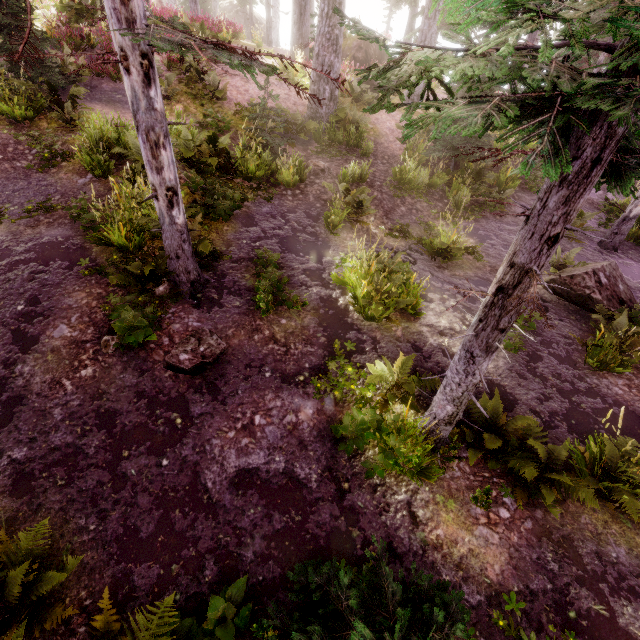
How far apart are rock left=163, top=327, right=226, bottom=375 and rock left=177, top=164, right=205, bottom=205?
3.36m

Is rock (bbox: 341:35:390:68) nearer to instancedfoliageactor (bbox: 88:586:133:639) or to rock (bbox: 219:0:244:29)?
instancedfoliageactor (bbox: 88:586:133:639)

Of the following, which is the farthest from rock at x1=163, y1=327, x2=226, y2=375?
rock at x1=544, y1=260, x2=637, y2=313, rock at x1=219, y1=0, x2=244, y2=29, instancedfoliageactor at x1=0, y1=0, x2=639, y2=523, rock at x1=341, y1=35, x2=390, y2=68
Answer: rock at x1=219, y1=0, x2=244, y2=29

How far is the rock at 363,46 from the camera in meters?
22.1 m

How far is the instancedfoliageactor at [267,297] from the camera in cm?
635

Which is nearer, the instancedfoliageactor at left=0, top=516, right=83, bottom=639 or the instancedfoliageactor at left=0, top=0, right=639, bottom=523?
the instancedfoliageactor at left=0, top=0, right=639, bottom=523

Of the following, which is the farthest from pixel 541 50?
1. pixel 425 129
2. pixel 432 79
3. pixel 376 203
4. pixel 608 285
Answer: pixel 432 79

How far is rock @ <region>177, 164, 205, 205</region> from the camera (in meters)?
7.99
